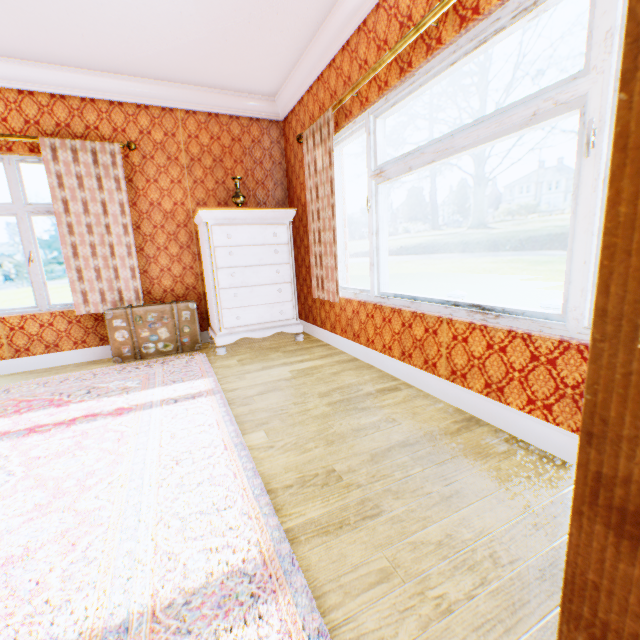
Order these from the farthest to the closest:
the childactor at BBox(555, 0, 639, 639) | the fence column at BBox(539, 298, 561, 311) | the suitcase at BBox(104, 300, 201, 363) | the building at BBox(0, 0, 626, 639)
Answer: the fence column at BBox(539, 298, 561, 311) → the suitcase at BBox(104, 300, 201, 363) → the building at BBox(0, 0, 626, 639) → the childactor at BBox(555, 0, 639, 639)

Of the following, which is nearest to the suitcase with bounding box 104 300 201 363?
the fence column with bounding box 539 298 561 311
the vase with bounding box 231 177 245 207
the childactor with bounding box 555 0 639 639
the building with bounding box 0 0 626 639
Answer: the building with bounding box 0 0 626 639

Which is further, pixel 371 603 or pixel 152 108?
pixel 152 108

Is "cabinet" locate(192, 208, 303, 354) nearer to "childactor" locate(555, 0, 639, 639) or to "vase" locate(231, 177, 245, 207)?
"vase" locate(231, 177, 245, 207)

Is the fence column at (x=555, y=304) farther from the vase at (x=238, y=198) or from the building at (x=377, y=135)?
the vase at (x=238, y=198)

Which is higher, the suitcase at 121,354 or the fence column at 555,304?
the suitcase at 121,354

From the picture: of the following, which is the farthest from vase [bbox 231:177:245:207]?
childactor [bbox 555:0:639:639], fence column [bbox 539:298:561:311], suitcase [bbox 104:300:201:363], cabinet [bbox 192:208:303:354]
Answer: fence column [bbox 539:298:561:311]

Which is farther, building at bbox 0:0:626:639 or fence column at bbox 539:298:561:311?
fence column at bbox 539:298:561:311
